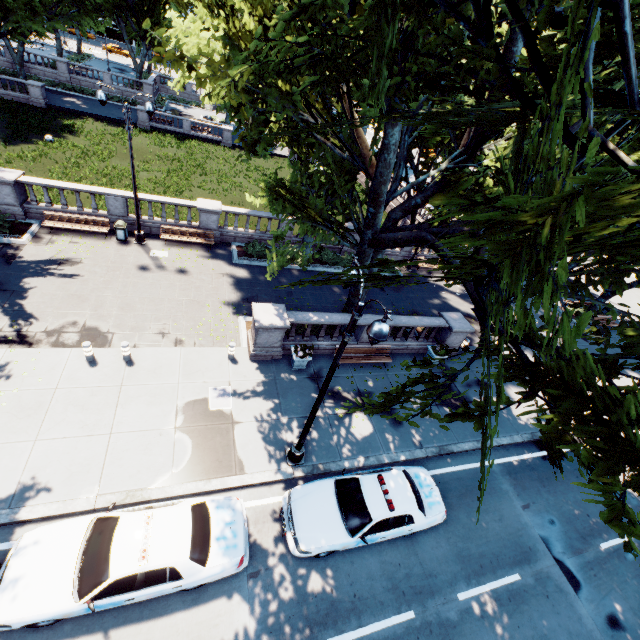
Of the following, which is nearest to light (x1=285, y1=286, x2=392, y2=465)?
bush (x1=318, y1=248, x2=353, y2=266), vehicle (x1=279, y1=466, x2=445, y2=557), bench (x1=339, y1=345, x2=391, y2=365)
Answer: vehicle (x1=279, y1=466, x2=445, y2=557)

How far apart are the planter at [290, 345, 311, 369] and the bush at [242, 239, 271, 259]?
8.0m

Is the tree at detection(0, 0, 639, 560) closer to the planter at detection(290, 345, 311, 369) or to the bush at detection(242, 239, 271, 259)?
the bush at detection(242, 239, 271, 259)

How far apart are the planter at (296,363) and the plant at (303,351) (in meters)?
0.03

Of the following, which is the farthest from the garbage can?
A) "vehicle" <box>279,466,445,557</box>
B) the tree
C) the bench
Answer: "vehicle" <box>279,466,445,557</box>

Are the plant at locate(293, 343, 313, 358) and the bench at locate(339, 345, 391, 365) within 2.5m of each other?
yes

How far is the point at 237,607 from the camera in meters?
8.1 m

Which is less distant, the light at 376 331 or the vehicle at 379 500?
the light at 376 331
